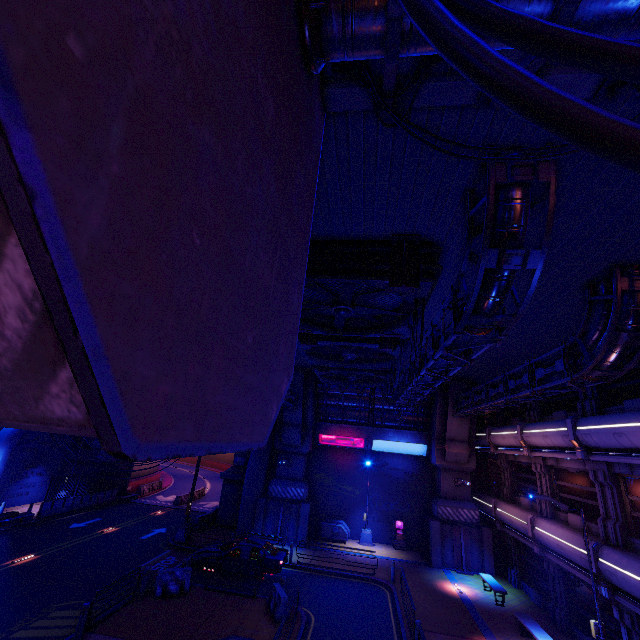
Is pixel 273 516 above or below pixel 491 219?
below

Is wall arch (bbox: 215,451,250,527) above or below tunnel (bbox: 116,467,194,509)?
above

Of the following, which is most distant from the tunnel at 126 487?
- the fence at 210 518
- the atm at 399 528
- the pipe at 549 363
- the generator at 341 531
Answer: the pipe at 549 363

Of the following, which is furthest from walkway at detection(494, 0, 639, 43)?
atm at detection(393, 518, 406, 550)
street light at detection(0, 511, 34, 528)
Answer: atm at detection(393, 518, 406, 550)

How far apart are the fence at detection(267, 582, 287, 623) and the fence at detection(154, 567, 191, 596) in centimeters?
385cm

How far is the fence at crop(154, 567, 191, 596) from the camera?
14.86m

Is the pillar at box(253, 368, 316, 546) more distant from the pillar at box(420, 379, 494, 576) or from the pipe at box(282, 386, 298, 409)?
the pillar at box(420, 379, 494, 576)

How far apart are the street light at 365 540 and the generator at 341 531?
0.70m
